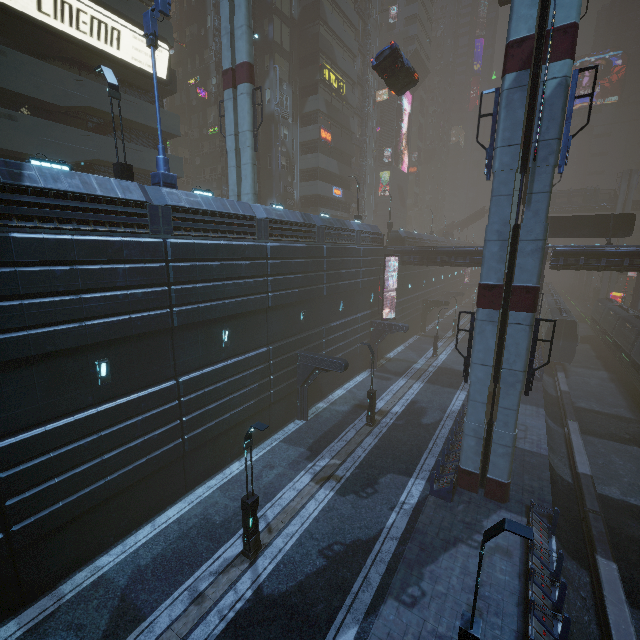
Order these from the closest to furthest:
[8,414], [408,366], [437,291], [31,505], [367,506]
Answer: [8,414] < [31,505] < [367,506] < [408,366] < [437,291]

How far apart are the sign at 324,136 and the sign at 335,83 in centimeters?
434cm

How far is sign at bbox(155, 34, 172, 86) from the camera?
22.17m

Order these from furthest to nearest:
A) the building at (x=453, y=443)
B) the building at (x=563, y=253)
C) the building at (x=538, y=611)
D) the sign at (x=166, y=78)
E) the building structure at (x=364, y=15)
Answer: the building structure at (x=364, y=15) < the building at (x=563, y=253) < the sign at (x=166, y=78) < the building at (x=453, y=443) < the building at (x=538, y=611)

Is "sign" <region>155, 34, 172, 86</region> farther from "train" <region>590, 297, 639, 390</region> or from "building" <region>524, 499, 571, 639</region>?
"train" <region>590, 297, 639, 390</region>

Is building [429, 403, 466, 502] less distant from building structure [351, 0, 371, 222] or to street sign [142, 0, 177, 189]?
building structure [351, 0, 371, 222]

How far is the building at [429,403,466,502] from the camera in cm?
1511

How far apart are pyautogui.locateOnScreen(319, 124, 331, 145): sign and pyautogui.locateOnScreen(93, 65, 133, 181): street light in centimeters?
2659cm
